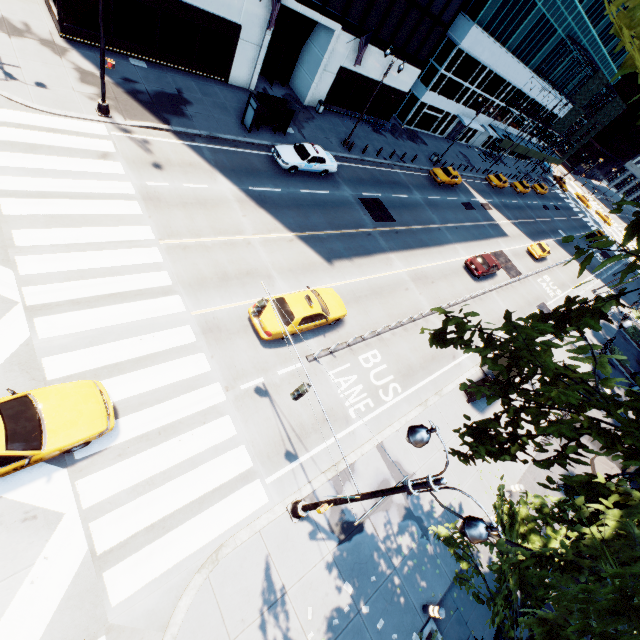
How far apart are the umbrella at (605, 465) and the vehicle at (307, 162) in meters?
24.6 m

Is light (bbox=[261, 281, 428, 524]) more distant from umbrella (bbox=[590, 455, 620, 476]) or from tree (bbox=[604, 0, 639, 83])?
umbrella (bbox=[590, 455, 620, 476])

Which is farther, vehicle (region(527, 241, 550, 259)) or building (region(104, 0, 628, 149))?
vehicle (region(527, 241, 550, 259))

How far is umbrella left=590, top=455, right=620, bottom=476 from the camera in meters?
17.2

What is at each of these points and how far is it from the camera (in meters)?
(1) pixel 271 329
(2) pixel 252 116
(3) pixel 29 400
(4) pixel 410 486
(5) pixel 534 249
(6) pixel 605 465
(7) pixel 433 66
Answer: (1) vehicle, 13.65
(2) bus stop, 21.42
(3) vehicle, 8.63
(4) light, 6.86
(5) vehicle, 37.44
(6) umbrella, 17.53
(7) building, 36.09

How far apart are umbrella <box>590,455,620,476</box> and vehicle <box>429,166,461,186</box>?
28.4 meters

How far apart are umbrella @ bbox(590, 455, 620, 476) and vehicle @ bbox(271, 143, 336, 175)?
24.6 meters

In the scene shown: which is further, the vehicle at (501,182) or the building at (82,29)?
the vehicle at (501,182)
